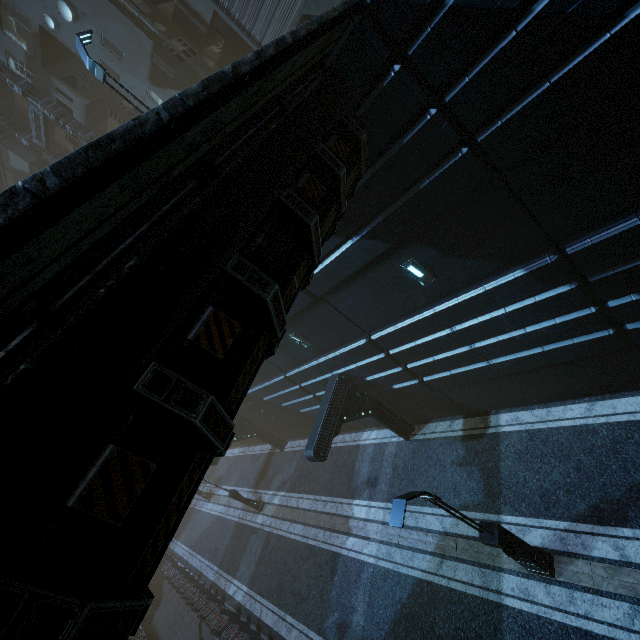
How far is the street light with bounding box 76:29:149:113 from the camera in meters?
10.1 m

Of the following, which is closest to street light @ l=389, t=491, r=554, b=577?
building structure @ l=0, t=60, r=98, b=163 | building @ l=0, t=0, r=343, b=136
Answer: building @ l=0, t=0, r=343, b=136

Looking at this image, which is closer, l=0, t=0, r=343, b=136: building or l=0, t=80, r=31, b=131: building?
l=0, t=0, r=343, b=136: building

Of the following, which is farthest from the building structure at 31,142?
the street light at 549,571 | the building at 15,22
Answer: the street light at 549,571

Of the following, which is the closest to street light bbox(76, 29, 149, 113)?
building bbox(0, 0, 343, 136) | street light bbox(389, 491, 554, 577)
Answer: building bbox(0, 0, 343, 136)

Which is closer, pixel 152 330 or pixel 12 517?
pixel 12 517

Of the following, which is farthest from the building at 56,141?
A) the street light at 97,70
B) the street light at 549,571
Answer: the street light at 549,571
